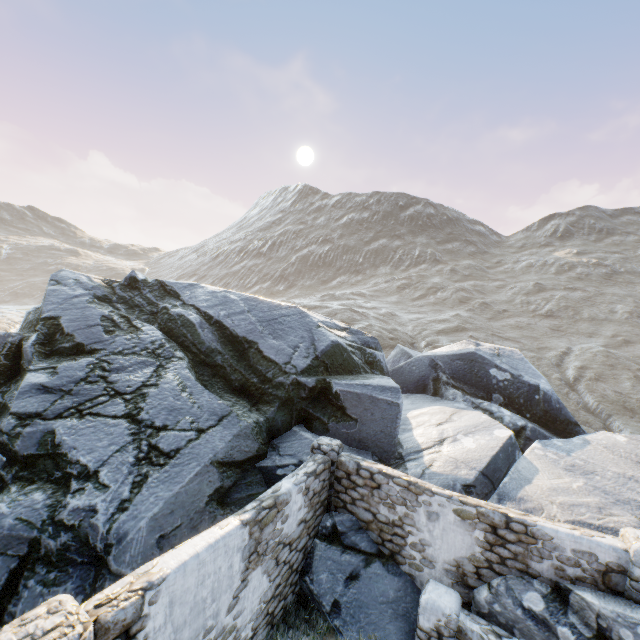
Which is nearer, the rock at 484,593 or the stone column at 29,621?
the stone column at 29,621

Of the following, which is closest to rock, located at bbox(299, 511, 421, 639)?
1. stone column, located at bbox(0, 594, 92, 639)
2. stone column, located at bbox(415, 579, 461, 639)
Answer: stone column, located at bbox(415, 579, 461, 639)

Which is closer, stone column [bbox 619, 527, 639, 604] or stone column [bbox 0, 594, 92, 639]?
stone column [bbox 0, 594, 92, 639]

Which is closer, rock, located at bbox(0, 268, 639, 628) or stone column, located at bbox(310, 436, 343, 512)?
rock, located at bbox(0, 268, 639, 628)

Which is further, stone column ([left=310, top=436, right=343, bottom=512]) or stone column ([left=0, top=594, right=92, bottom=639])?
stone column ([left=310, top=436, right=343, bottom=512])

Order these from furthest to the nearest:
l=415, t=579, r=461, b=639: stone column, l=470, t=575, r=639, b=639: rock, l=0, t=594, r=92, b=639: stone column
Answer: l=415, t=579, r=461, b=639: stone column
l=470, t=575, r=639, b=639: rock
l=0, t=594, r=92, b=639: stone column

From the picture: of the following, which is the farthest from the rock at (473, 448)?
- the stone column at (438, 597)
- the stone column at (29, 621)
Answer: the stone column at (29, 621)

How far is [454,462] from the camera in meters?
9.5
